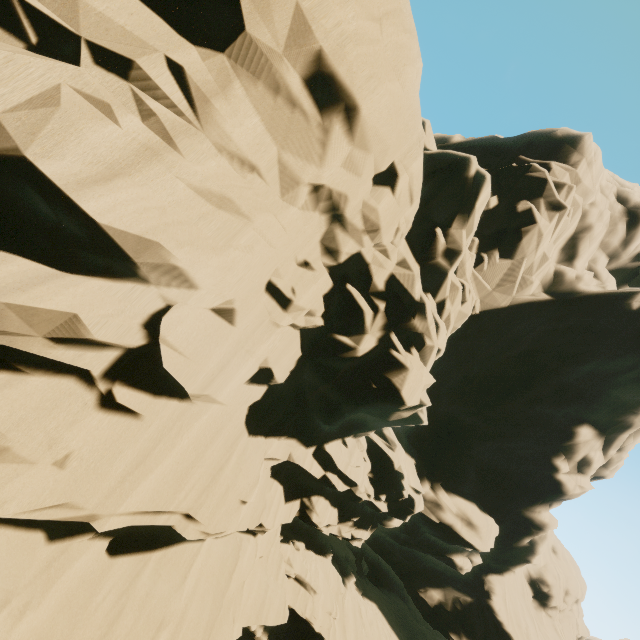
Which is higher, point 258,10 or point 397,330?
point 397,330
